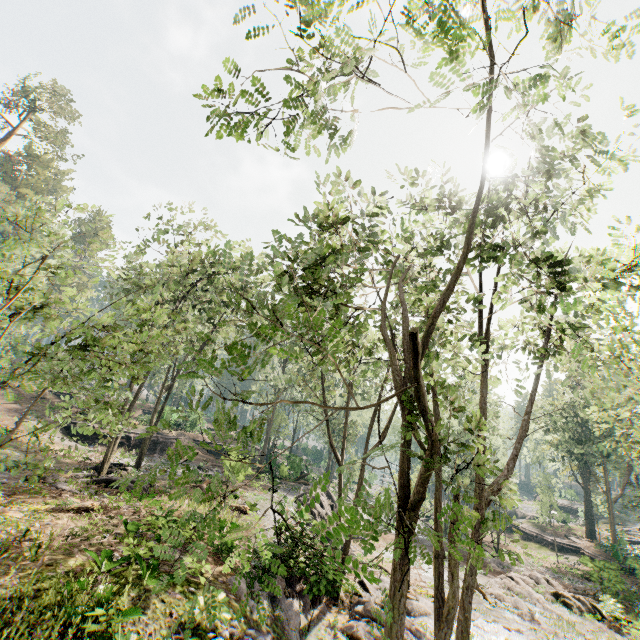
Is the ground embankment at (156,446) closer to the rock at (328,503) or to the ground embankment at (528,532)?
the rock at (328,503)

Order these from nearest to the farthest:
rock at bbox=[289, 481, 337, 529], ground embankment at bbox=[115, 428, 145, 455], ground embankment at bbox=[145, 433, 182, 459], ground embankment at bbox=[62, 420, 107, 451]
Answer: rock at bbox=[289, 481, 337, 529] < ground embankment at bbox=[62, 420, 107, 451] < ground embankment at bbox=[115, 428, 145, 455] < ground embankment at bbox=[145, 433, 182, 459]

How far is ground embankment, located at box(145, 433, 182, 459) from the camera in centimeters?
3244cm

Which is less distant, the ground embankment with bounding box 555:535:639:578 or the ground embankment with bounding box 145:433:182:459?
the ground embankment with bounding box 555:535:639:578

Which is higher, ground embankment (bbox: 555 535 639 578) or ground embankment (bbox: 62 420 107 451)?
ground embankment (bbox: 62 420 107 451)

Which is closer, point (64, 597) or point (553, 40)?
point (553, 40)

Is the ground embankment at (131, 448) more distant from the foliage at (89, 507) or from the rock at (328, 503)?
the foliage at (89, 507)

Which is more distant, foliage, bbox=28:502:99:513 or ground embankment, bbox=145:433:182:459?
ground embankment, bbox=145:433:182:459
